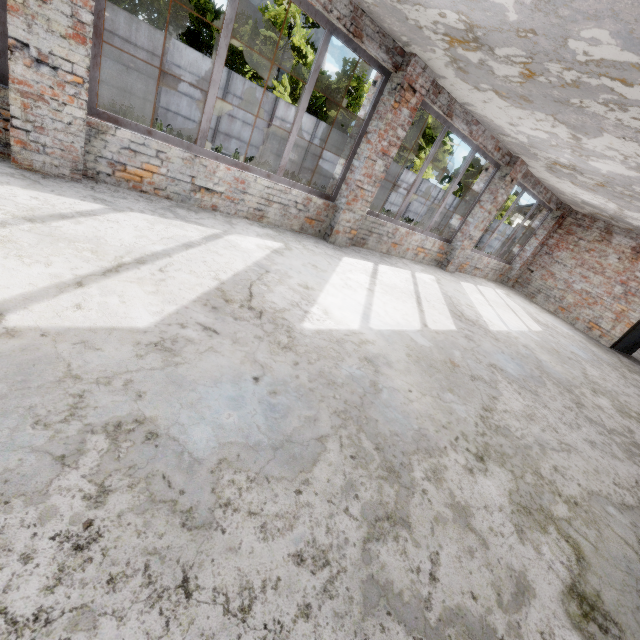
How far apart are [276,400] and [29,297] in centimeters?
171cm
